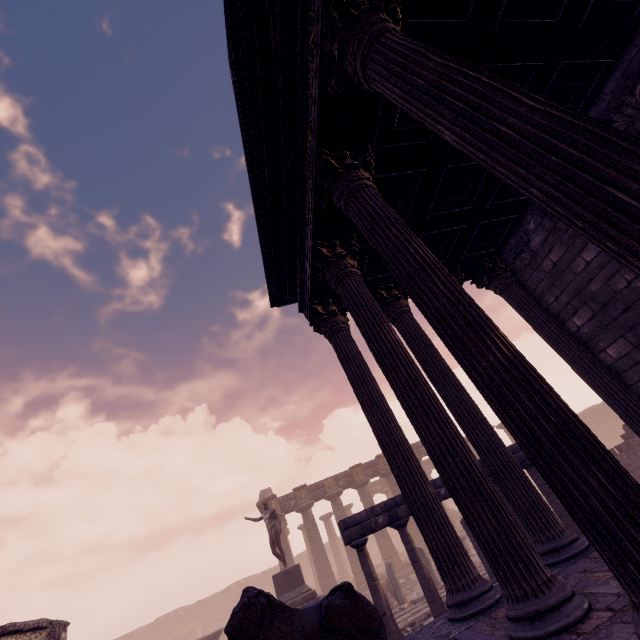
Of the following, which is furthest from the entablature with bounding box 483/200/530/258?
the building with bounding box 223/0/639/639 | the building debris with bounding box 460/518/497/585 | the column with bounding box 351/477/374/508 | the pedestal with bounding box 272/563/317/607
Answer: the column with bounding box 351/477/374/508

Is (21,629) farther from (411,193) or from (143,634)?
(143,634)

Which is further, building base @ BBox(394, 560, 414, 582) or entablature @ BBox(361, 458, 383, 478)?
entablature @ BBox(361, 458, 383, 478)

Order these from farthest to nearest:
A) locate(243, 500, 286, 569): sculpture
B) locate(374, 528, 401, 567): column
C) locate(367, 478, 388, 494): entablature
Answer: locate(367, 478, 388, 494): entablature, locate(374, 528, 401, 567): column, locate(243, 500, 286, 569): sculpture

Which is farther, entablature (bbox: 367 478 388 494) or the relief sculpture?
entablature (bbox: 367 478 388 494)

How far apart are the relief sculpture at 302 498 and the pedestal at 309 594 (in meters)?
8.18

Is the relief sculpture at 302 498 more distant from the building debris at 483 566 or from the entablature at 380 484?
the building debris at 483 566

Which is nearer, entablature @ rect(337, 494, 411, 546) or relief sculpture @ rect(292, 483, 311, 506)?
entablature @ rect(337, 494, 411, 546)
